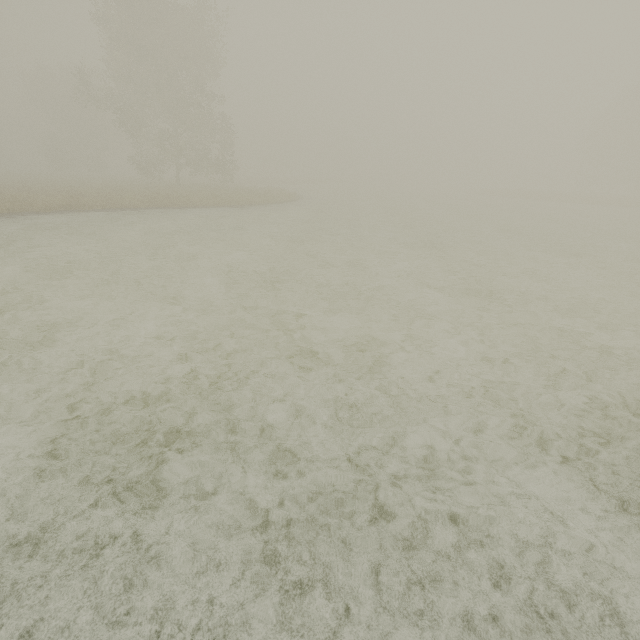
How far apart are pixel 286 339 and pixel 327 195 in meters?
33.6 m
